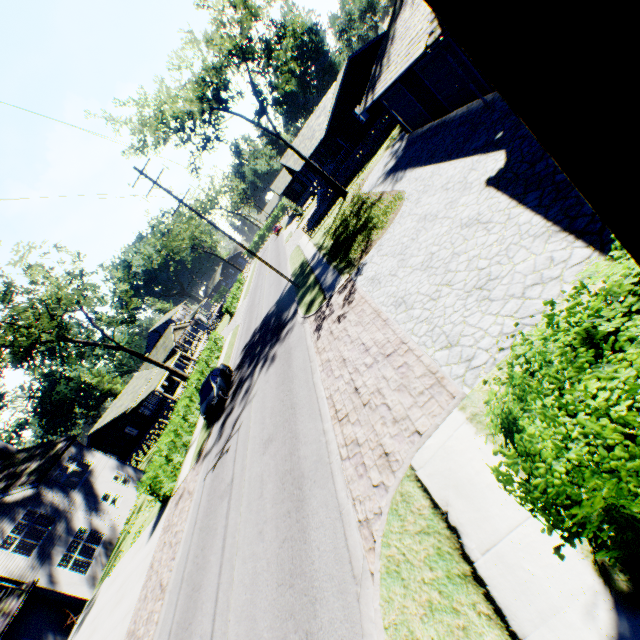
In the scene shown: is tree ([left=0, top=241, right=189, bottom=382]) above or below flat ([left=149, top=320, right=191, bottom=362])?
above

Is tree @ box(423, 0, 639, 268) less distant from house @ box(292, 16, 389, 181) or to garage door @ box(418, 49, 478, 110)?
garage door @ box(418, 49, 478, 110)

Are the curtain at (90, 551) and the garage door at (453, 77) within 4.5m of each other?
no

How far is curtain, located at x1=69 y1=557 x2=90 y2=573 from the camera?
21.2m

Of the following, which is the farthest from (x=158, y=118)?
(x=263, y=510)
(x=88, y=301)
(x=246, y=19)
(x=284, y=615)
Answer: (x=284, y=615)

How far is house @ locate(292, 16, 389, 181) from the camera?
30.8m

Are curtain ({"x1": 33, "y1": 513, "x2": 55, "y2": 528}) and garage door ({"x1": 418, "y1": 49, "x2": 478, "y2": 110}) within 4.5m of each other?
no

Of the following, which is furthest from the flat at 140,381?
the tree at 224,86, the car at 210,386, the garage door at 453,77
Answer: the garage door at 453,77
